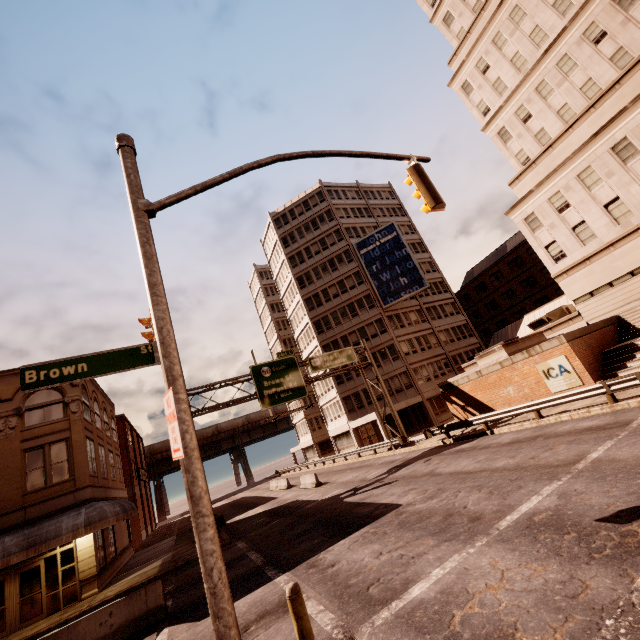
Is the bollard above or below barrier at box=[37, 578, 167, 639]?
above

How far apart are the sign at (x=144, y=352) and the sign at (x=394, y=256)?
38.65m

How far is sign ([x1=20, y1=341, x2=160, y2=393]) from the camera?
4.0 meters

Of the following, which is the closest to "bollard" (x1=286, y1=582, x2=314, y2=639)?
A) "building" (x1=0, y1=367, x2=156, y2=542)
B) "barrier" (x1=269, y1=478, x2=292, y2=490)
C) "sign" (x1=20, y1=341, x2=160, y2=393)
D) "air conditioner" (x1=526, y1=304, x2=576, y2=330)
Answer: "sign" (x1=20, y1=341, x2=160, y2=393)

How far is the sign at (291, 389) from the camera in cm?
2511

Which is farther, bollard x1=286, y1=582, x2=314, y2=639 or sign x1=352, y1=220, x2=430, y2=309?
sign x1=352, y1=220, x2=430, y2=309

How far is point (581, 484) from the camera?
7.7m

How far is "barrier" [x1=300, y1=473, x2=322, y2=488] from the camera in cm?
2552
